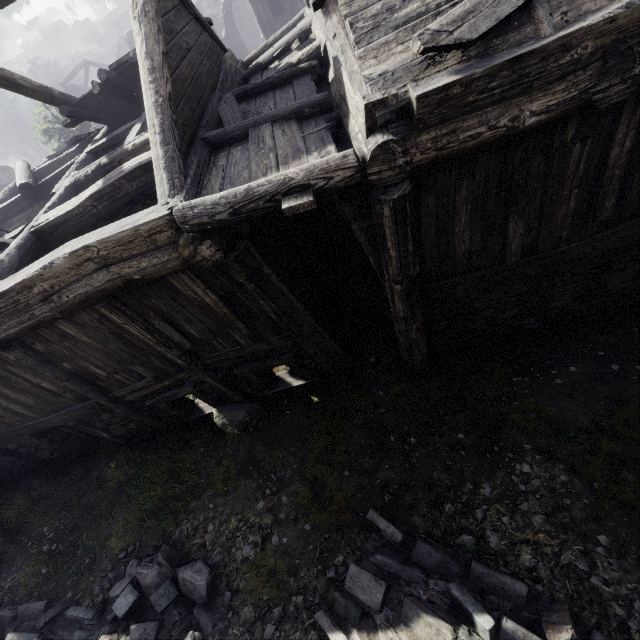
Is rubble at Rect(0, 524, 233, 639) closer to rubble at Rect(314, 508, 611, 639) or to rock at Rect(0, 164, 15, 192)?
rubble at Rect(314, 508, 611, 639)

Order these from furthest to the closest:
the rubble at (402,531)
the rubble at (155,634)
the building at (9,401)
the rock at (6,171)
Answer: the rock at (6,171), the rubble at (155,634), the rubble at (402,531), the building at (9,401)

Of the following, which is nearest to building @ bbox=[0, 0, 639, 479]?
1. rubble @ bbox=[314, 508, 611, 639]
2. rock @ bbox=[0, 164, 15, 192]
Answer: rock @ bbox=[0, 164, 15, 192]

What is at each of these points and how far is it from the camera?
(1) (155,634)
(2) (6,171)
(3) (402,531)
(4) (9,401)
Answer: (1) rubble, 5.4m
(2) rock, 23.6m
(3) rubble, 5.4m
(4) building, 7.2m

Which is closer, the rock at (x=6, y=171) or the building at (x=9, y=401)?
the building at (x=9, y=401)

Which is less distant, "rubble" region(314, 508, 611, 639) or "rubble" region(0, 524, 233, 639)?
"rubble" region(314, 508, 611, 639)

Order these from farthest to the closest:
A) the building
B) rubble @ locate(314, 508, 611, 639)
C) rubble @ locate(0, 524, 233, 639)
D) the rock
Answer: the rock → rubble @ locate(0, 524, 233, 639) → rubble @ locate(314, 508, 611, 639) → the building

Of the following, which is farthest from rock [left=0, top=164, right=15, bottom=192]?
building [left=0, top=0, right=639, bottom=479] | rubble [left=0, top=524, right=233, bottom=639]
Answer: rubble [left=0, top=524, right=233, bottom=639]
